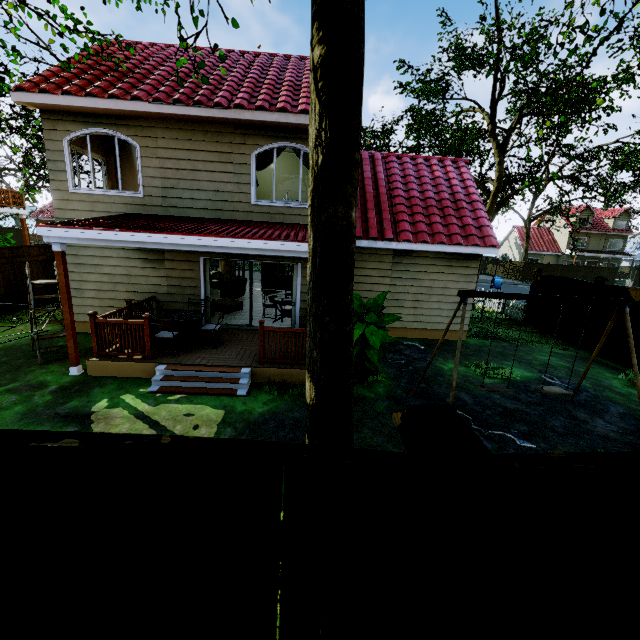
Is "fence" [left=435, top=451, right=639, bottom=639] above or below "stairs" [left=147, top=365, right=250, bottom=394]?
above

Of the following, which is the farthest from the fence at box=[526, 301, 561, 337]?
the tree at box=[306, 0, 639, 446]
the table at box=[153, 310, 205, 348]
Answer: the table at box=[153, 310, 205, 348]

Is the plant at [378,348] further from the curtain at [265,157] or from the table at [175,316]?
the curtain at [265,157]

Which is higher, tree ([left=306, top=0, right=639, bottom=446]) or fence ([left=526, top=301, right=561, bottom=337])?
tree ([left=306, top=0, right=639, bottom=446])

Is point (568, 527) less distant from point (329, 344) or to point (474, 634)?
point (474, 634)

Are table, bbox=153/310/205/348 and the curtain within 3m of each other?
no

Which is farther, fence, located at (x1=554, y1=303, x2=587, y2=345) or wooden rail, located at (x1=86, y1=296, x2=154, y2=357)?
fence, located at (x1=554, y1=303, x2=587, y2=345)

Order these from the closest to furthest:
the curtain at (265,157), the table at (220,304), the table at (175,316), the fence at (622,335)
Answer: the table at (175,316)
the curtain at (265,157)
the fence at (622,335)
the table at (220,304)
